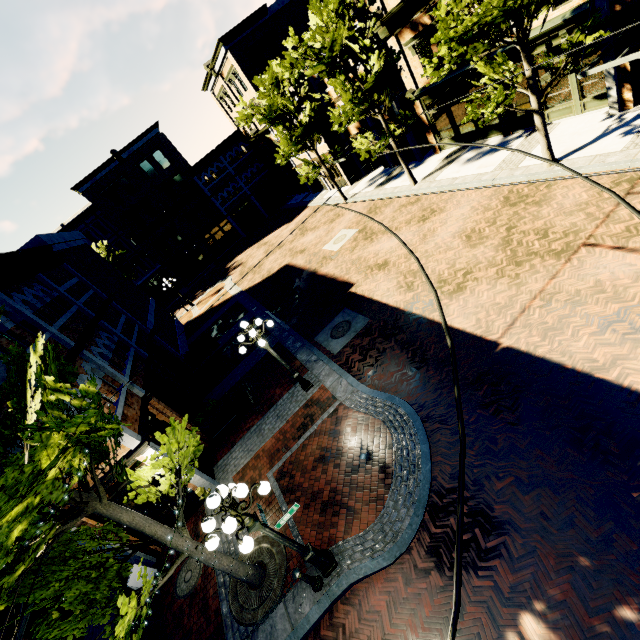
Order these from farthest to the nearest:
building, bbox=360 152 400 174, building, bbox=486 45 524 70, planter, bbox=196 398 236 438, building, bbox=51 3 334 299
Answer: building, bbox=51 3 334 299 → building, bbox=360 152 400 174 → building, bbox=486 45 524 70 → planter, bbox=196 398 236 438

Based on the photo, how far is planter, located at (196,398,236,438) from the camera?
13.1 meters

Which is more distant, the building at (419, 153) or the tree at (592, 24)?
the building at (419, 153)

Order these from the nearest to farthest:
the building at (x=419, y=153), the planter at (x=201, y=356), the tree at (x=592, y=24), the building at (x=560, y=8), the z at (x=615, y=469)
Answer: the z at (x=615, y=469) < the tree at (x=592, y=24) < the building at (x=560, y=8) < the planter at (x=201, y=356) < the building at (x=419, y=153)

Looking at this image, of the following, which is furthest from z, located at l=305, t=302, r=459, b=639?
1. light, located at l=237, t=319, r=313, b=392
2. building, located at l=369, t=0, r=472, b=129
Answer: light, located at l=237, t=319, r=313, b=392

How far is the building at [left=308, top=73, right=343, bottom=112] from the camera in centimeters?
2375cm

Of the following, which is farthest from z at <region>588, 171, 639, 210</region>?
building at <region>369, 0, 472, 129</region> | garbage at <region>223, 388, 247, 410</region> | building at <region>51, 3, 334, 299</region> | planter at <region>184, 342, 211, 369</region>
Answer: building at <region>51, 3, 334, 299</region>

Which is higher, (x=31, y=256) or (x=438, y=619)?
(x=31, y=256)
